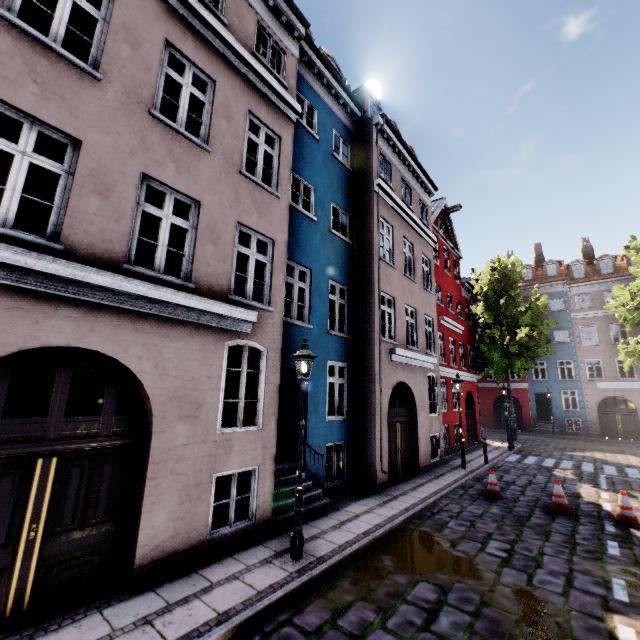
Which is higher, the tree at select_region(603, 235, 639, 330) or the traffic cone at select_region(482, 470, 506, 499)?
the tree at select_region(603, 235, 639, 330)

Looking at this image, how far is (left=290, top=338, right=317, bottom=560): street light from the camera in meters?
5.6 m

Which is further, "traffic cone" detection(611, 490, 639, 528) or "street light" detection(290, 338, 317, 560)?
"traffic cone" detection(611, 490, 639, 528)

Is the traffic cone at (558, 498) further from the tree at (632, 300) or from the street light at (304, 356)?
the tree at (632, 300)

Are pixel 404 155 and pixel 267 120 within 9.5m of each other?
yes

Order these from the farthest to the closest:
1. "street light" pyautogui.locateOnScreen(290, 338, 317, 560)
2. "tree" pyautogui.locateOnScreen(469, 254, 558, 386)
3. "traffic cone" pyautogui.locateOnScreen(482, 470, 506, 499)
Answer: "tree" pyautogui.locateOnScreen(469, 254, 558, 386)
"traffic cone" pyautogui.locateOnScreen(482, 470, 506, 499)
"street light" pyautogui.locateOnScreen(290, 338, 317, 560)

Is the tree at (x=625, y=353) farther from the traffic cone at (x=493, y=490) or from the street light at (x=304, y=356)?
the street light at (x=304, y=356)

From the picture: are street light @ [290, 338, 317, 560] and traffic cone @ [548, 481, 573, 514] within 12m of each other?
yes
